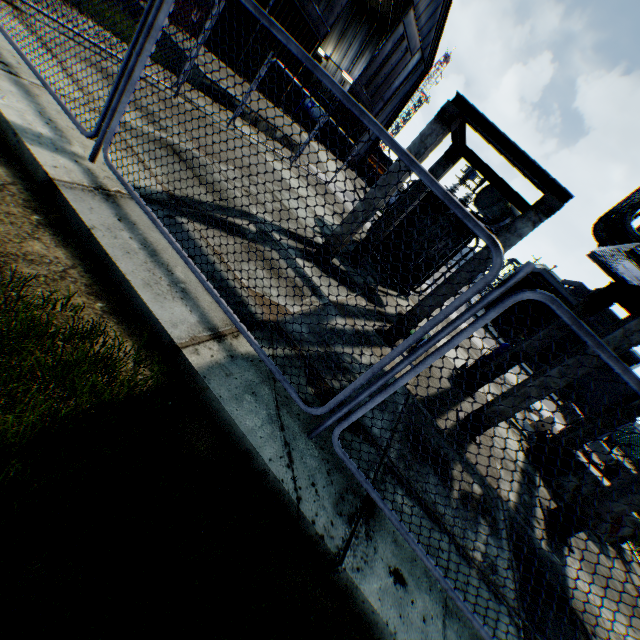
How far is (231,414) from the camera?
2.5m

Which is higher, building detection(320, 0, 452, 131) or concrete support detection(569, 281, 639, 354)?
building detection(320, 0, 452, 131)

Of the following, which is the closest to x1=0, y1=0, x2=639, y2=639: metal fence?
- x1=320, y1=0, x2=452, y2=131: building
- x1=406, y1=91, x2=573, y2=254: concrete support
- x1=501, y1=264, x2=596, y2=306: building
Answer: x1=320, y1=0, x2=452, y2=131: building

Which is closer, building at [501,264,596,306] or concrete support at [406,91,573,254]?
concrete support at [406,91,573,254]

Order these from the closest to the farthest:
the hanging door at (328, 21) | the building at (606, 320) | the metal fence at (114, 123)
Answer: the metal fence at (114, 123) → the hanging door at (328, 21) → the building at (606, 320)

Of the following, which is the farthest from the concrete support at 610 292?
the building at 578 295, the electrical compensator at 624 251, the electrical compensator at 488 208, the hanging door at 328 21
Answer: the building at 578 295

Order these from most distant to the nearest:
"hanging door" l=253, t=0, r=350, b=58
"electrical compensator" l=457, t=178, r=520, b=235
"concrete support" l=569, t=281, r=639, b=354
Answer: "hanging door" l=253, t=0, r=350, b=58
"electrical compensator" l=457, t=178, r=520, b=235
"concrete support" l=569, t=281, r=639, b=354

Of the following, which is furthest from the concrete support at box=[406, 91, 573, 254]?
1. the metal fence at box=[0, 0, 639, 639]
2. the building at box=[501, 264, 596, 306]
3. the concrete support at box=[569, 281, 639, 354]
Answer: the building at box=[501, 264, 596, 306]
